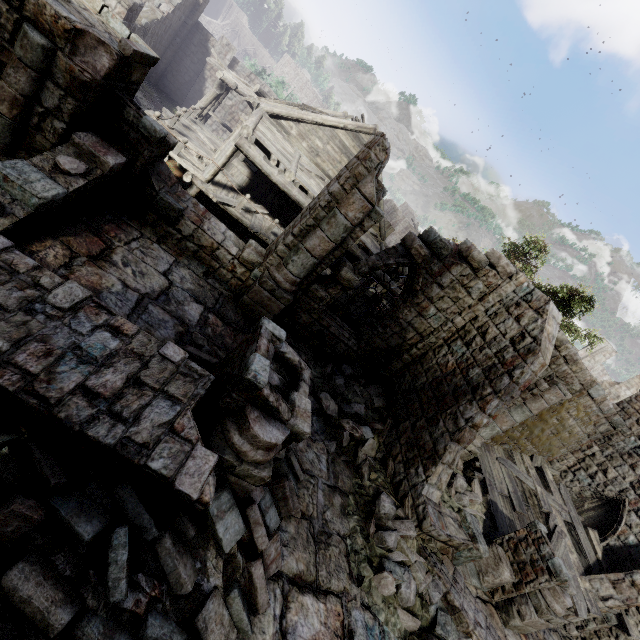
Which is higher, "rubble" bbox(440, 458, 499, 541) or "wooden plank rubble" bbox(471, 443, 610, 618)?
"wooden plank rubble" bbox(471, 443, 610, 618)

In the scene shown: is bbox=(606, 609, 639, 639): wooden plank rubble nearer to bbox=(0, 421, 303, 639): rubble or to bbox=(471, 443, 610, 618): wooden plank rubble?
bbox=(471, 443, 610, 618): wooden plank rubble

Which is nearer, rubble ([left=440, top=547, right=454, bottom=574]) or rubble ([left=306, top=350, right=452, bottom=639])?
rubble ([left=306, top=350, right=452, bottom=639])

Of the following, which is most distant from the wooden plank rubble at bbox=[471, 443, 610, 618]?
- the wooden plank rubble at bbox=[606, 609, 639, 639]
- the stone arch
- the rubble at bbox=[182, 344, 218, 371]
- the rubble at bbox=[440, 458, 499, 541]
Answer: the stone arch

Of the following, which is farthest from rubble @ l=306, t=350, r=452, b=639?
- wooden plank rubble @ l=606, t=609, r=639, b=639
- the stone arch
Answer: wooden plank rubble @ l=606, t=609, r=639, b=639

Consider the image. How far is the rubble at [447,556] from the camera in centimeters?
723cm

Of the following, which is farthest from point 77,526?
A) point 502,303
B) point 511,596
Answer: point 511,596
